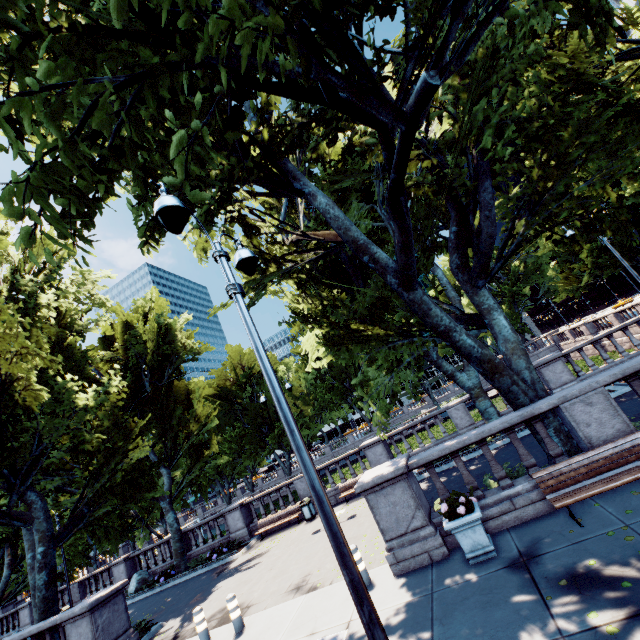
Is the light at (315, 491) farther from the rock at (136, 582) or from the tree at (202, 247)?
the rock at (136, 582)

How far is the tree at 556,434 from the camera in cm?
793

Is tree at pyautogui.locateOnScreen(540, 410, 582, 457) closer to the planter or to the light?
the light

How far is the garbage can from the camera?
17.4m

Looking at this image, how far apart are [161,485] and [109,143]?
55.39m

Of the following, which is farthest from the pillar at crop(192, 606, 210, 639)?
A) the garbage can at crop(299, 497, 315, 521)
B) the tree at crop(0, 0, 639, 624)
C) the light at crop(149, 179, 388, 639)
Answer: the garbage can at crop(299, 497, 315, 521)

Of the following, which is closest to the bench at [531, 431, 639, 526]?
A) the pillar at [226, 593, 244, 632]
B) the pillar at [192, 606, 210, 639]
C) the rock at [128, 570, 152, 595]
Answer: the pillar at [226, 593, 244, 632]

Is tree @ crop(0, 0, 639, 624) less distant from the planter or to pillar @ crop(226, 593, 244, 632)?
the planter
